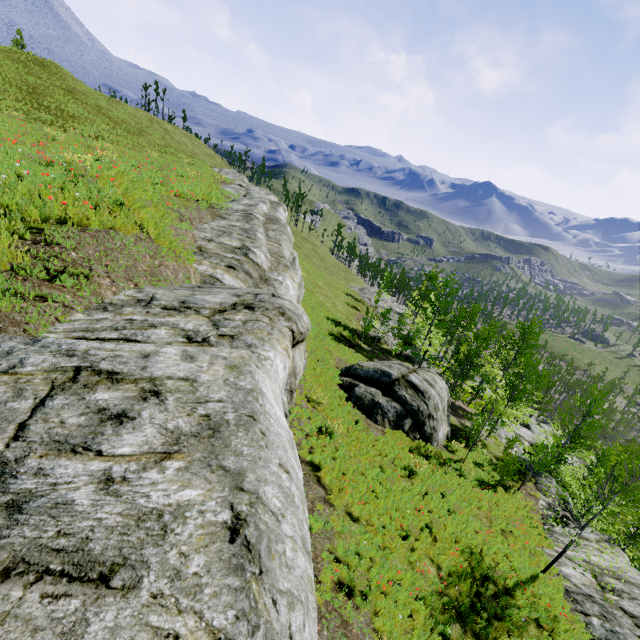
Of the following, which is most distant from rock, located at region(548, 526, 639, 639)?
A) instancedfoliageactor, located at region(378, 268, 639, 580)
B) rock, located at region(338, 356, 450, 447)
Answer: rock, located at region(338, 356, 450, 447)

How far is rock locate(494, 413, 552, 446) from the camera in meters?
29.6 m

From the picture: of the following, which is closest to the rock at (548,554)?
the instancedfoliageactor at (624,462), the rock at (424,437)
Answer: the instancedfoliageactor at (624,462)

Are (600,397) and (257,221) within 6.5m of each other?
no

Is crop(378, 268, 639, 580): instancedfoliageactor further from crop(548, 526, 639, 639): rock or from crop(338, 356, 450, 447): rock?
crop(338, 356, 450, 447): rock

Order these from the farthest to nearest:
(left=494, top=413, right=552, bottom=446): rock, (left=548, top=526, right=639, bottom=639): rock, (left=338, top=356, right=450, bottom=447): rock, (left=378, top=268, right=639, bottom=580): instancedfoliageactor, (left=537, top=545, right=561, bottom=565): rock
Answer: (left=494, top=413, right=552, bottom=446): rock
(left=338, top=356, right=450, bottom=447): rock
(left=537, top=545, right=561, bottom=565): rock
(left=378, top=268, right=639, bottom=580): instancedfoliageactor
(left=548, top=526, right=639, bottom=639): rock

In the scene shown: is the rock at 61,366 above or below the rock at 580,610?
above
